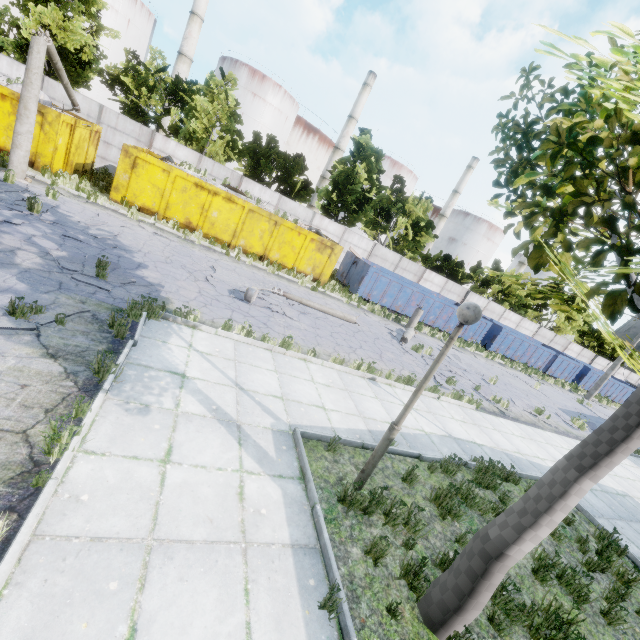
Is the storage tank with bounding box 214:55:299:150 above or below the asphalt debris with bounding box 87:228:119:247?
above

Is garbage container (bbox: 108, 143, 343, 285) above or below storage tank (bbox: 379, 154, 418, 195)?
below

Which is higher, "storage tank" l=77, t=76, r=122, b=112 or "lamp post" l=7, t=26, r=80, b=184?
"storage tank" l=77, t=76, r=122, b=112

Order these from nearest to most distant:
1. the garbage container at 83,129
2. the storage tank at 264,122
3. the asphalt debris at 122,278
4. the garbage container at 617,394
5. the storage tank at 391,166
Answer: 1. the asphalt debris at 122,278
2. the garbage container at 83,129
3. the garbage container at 617,394
4. the storage tank at 264,122
5. the storage tank at 391,166

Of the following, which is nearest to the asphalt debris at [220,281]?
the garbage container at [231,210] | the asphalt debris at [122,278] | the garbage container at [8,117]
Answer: the asphalt debris at [122,278]

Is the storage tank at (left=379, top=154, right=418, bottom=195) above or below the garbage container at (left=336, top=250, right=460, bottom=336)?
above

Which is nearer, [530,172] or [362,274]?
[530,172]

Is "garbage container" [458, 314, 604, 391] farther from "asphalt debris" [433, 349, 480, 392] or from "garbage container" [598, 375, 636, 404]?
"asphalt debris" [433, 349, 480, 392]
